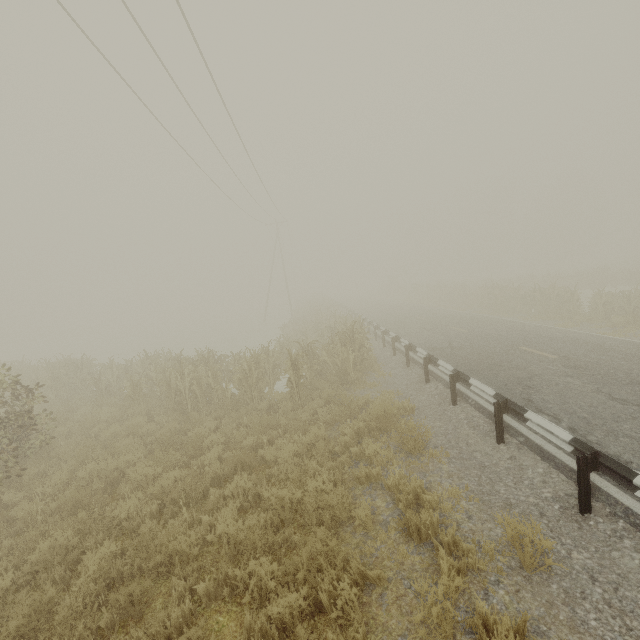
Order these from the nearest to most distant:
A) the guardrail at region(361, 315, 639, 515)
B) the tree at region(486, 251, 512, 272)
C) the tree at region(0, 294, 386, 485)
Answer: the guardrail at region(361, 315, 639, 515)
the tree at region(0, 294, 386, 485)
the tree at region(486, 251, 512, 272)

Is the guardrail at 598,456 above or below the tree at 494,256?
below

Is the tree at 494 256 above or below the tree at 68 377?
above

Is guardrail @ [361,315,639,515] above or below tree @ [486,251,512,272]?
below

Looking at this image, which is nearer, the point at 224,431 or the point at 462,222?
the point at 224,431

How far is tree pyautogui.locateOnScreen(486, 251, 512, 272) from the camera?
57.5 meters

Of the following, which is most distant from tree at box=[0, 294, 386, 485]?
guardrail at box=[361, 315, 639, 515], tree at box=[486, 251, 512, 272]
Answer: tree at box=[486, 251, 512, 272]

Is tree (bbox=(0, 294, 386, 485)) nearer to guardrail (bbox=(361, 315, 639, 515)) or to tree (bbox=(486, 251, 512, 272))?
guardrail (bbox=(361, 315, 639, 515))
